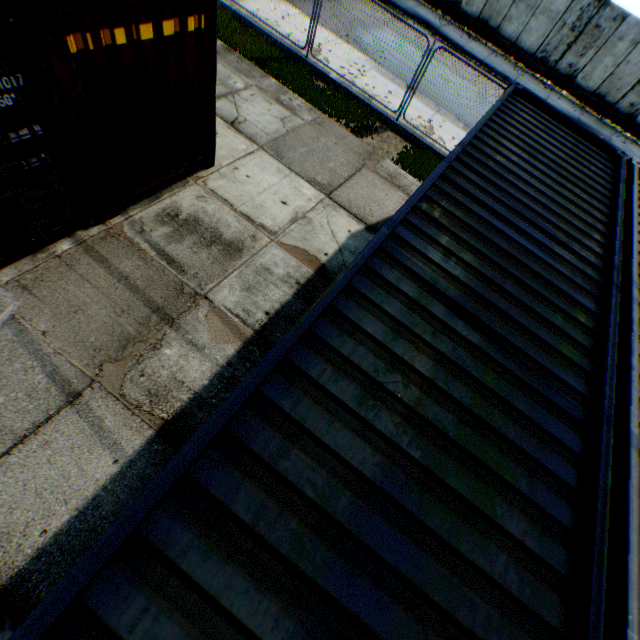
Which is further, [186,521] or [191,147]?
[191,147]

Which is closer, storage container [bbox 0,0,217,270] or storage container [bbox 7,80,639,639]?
storage container [bbox 7,80,639,639]

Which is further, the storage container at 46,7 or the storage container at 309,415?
the storage container at 46,7

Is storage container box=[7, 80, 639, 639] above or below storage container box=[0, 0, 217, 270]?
above

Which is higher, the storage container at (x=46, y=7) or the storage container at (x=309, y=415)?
the storage container at (x=309, y=415)
